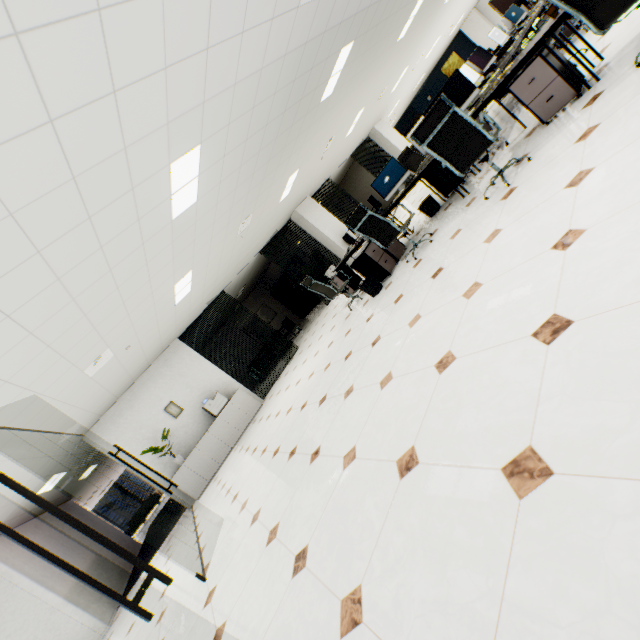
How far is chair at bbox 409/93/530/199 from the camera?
3.24m

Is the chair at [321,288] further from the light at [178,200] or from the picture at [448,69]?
the picture at [448,69]

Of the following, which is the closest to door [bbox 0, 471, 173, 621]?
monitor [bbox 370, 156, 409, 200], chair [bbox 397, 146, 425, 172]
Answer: chair [bbox 397, 146, 425, 172]

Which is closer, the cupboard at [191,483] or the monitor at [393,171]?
the monitor at [393,171]

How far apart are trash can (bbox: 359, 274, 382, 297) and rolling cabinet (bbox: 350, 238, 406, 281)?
0.10m

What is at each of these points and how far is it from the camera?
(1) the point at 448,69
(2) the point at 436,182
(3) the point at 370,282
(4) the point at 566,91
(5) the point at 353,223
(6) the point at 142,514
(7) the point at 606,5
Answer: (1) picture, 20.7 meters
(2) rolling cabinet, 5.7 meters
(3) trash can, 5.5 meters
(4) rolling cabinet, 3.4 meters
(5) chair, 4.8 meters
(6) sofa, 17.0 meters
(7) chair, 2.4 meters

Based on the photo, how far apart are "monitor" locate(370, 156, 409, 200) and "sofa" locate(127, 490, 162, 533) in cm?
1927

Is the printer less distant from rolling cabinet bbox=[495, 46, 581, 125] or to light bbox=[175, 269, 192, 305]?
light bbox=[175, 269, 192, 305]
